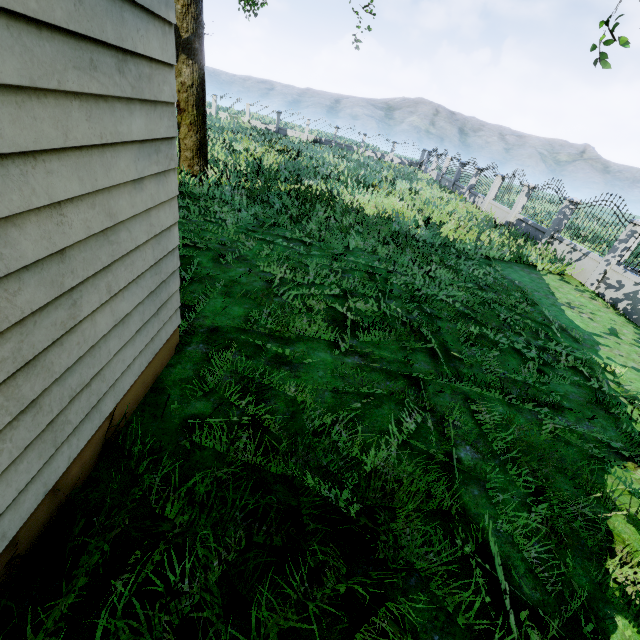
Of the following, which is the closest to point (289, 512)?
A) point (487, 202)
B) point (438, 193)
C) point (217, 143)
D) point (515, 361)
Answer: point (515, 361)

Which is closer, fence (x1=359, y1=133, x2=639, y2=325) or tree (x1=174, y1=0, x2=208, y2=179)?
tree (x1=174, y1=0, x2=208, y2=179)

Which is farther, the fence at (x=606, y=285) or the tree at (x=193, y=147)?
the fence at (x=606, y=285)
